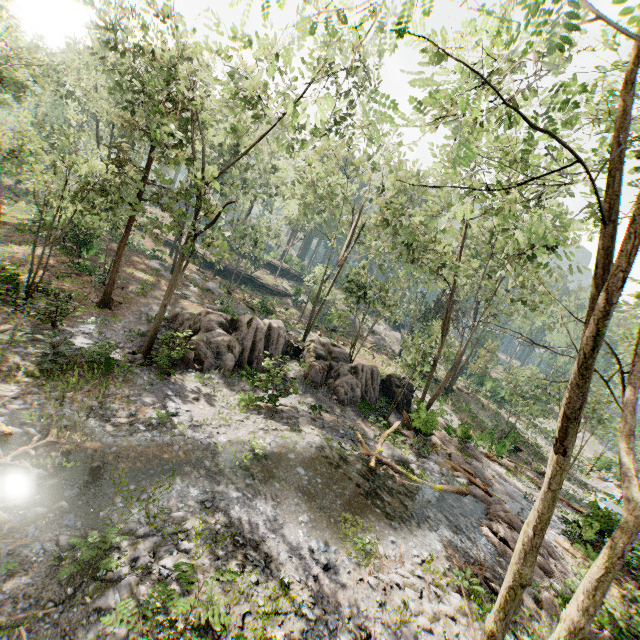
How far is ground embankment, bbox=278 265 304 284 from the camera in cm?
5656

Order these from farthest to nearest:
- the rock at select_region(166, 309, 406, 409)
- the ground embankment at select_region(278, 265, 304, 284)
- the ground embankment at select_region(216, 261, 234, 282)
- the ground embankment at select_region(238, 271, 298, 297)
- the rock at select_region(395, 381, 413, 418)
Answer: the ground embankment at select_region(278, 265, 304, 284) → the ground embankment at select_region(238, 271, 298, 297) → the ground embankment at select_region(216, 261, 234, 282) → the rock at select_region(395, 381, 413, 418) → the rock at select_region(166, 309, 406, 409)

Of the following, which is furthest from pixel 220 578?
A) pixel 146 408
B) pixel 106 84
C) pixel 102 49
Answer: pixel 102 49

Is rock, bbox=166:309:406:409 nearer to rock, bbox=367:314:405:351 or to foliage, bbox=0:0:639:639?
foliage, bbox=0:0:639:639

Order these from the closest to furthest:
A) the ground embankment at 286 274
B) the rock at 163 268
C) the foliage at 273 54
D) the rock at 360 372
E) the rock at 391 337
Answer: the foliage at 273 54, the rock at 360 372, the rock at 163 268, the rock at 391 337, the ground embankment at 286 274

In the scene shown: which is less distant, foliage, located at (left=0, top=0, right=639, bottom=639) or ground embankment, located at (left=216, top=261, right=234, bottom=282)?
foliage, located at (left=0, top=0, right=639, bottom=639)

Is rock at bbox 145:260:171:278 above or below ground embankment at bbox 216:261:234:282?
below

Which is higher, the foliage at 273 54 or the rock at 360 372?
the foliage at 273 54
